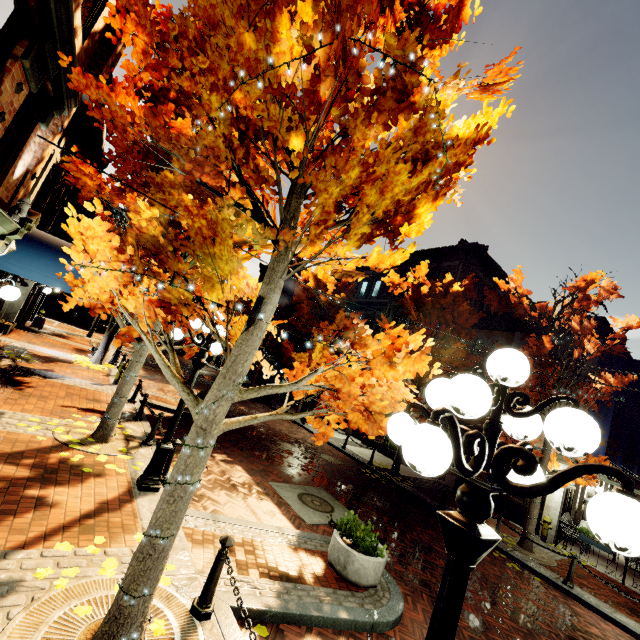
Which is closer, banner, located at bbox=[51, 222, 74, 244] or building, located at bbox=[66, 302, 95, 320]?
banner, located at bbox=[51, 222, 74, 244]

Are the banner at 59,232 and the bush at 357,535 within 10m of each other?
no

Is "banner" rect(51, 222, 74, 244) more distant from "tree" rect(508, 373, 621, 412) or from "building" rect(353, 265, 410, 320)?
"tree" rect(508, 373, 621, 412)

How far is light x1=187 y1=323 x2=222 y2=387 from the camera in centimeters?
616cm

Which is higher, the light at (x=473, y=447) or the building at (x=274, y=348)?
the building at (x=274, y=348)

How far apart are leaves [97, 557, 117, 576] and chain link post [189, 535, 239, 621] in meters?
1.1

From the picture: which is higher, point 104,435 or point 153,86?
point 153,86
